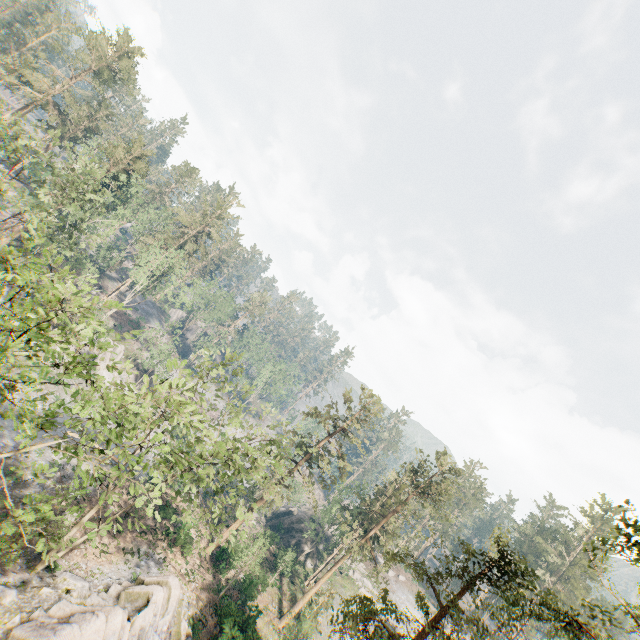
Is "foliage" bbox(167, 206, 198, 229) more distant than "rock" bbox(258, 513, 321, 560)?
Yes

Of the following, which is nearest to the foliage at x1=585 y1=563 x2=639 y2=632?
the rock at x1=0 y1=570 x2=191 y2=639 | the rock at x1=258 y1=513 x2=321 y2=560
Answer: the rock at x1=0 y1=570 x2=191 y2=639

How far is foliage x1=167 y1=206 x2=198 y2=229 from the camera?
56.38m

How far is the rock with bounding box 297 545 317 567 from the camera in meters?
51.9

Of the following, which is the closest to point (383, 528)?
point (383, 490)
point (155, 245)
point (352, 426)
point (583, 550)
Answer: point (383, 490)

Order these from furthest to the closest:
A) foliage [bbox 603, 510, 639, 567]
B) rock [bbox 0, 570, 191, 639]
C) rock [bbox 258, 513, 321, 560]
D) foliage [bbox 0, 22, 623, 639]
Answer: rock [bbox 258, 513, 321, 560]
rock [bbox 0, 570, 191, 639]
foliage [bbox 603, 510, 639, 567]
foliage [bbox 0, 22, 623, 639]

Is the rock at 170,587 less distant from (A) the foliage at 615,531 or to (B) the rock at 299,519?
(A) the foliage at 615,531
